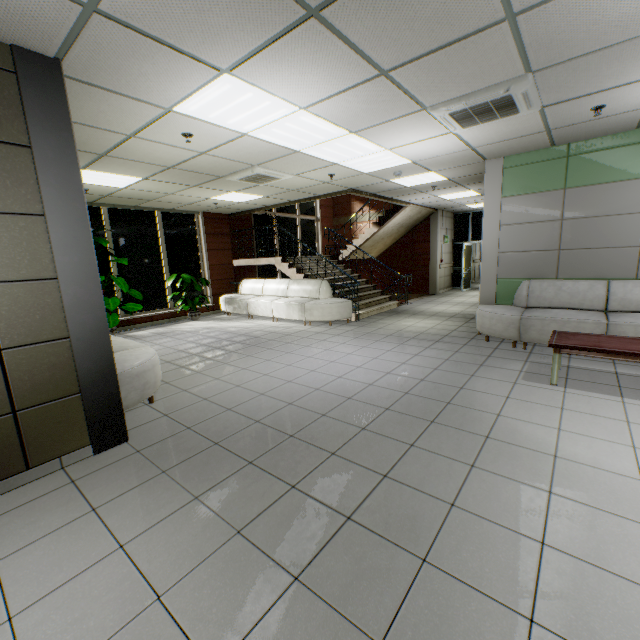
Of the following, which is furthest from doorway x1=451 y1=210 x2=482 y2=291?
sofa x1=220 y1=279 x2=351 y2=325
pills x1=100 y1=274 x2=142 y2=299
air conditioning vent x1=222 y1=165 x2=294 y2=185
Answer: pills x1=100 y1=274 x2=142 y2=299

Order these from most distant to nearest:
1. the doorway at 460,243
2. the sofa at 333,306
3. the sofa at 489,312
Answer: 1. the doorway at 460,243
2. the sofa at 333,306
3. the sofa at 489,312

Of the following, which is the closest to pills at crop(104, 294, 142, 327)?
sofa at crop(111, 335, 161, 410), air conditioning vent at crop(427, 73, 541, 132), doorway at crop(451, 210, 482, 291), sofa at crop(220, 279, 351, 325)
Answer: sofa at crop(111, 335, 161, 410)

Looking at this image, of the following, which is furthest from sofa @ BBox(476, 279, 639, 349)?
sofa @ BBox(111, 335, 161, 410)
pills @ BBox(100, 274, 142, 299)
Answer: pills @ BBox(100, 274, 142, 299)

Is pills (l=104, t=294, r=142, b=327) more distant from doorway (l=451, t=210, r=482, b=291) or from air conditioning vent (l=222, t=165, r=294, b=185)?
doorway (l=451, t=210, r=482, b=291)

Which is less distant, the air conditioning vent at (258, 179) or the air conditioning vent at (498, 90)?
the air conditioning vent at (498, 90)

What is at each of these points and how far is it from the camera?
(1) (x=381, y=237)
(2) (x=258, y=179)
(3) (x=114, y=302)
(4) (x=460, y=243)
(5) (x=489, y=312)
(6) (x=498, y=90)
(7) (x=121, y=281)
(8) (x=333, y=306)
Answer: (1) stairs, 12.1m
(2) air conditioning vent, 6.3m
(3) pills, 7.4m
(4) doorway, 13.9m
(5) sofa, 5.7m
(6) air conditioning vent, 3.2m
(7) pills, 7.5m
(8) sofa, 7.8m

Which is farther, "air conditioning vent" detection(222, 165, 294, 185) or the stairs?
the stairs
